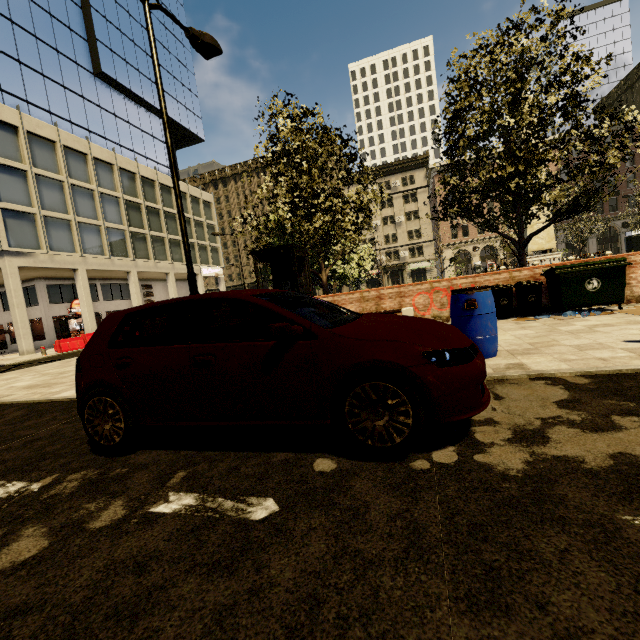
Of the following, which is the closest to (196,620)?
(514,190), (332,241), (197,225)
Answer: (514,190)

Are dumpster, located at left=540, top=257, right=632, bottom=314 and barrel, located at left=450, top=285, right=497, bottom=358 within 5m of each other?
yes

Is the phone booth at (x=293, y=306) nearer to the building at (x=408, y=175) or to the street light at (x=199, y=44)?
the street light at (x=199, y=44)

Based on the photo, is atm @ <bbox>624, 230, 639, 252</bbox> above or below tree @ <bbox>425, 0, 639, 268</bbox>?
below

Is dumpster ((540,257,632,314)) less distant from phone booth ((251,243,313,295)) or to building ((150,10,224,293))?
phone booth ((251,243,313,295))

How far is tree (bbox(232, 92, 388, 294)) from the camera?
10.2m

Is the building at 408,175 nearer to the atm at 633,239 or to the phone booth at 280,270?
the atm at 633,239

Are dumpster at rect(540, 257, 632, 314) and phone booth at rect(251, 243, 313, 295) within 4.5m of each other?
no
